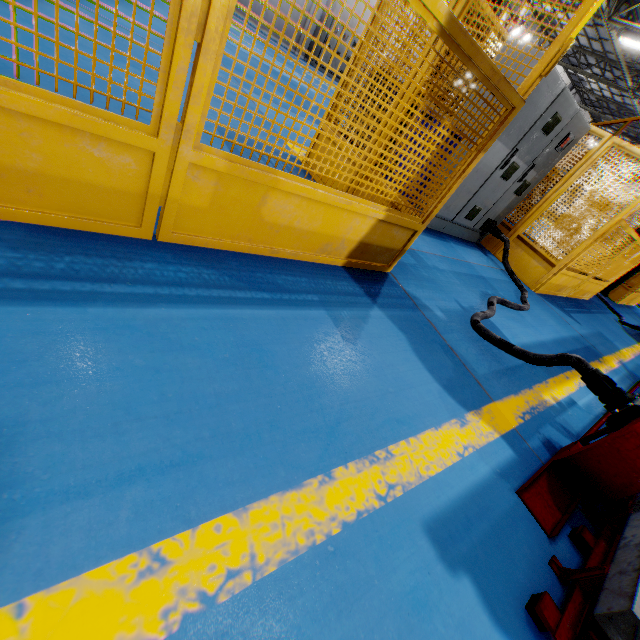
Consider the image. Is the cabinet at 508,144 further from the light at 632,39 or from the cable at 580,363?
the light at 632,39

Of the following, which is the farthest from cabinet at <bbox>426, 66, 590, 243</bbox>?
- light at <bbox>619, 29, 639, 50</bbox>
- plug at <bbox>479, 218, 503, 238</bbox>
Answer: light at <bbox>619, 29, 639, 50</bbox>

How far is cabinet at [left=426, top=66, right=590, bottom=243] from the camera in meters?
4.0

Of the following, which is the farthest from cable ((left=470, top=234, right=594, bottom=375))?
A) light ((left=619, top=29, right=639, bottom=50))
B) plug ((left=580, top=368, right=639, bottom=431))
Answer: light ((left=619, top=29, right=639, bottom=50))

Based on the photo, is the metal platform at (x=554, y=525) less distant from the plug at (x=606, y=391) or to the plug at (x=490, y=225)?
the plug at (x=606, y=391)

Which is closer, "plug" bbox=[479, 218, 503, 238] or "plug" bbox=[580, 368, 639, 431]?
"plug" bbox=[580, 368, 639, 431]

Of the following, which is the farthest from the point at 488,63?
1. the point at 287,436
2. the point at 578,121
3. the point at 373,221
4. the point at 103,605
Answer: the point at 578,121

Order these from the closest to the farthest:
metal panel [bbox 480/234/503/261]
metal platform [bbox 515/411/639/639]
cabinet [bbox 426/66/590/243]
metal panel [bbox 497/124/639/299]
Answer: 1. metal platform [bbox 515/411/639/639]
2. cabinet [bbox 426/66/590/243]
3. metal panel [bbox 497/124/639/299]
4. metal panel [bbox 480/234/503/261]
